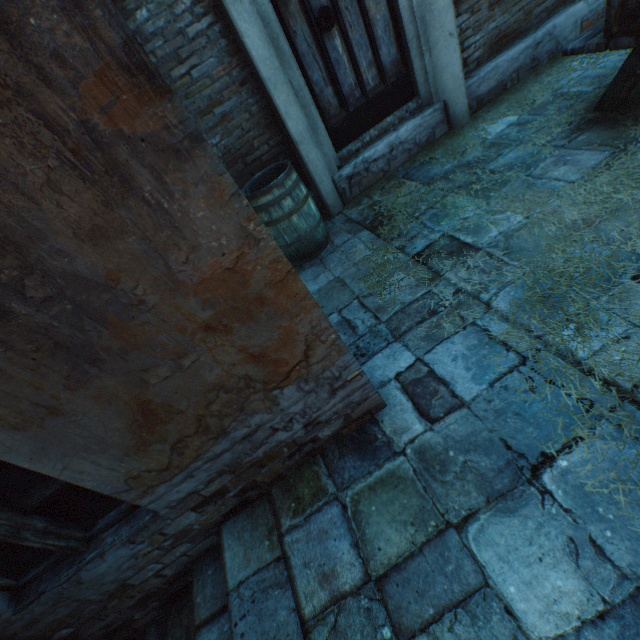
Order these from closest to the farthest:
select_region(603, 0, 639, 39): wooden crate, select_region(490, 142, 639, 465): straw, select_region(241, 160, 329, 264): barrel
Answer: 1. select_region(490, 142, 639, 465): straw
2. select_region(603, 0, 639, 39): wooden crate
3. select_region(241, 160, 329, 264): barrel

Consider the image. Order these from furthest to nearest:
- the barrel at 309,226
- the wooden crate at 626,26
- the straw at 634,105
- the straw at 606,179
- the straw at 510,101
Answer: the straw at 510,101 → the barrel at 309,226 → the straw at 634,105 → the wooden crate at 626,26 → the straw at 606,179

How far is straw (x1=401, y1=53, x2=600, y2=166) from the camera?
3.87m

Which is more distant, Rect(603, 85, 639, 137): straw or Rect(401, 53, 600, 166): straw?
Rect(401, 53, 600, 166): straw

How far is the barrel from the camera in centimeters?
329cm

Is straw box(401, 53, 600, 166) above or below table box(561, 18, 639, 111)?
below

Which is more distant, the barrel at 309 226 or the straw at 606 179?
the barrel at 309 226

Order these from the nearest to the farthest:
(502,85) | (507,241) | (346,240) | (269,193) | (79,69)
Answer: (79,69)
(507,241)
(269,193)
(346,240)
(502,85)
